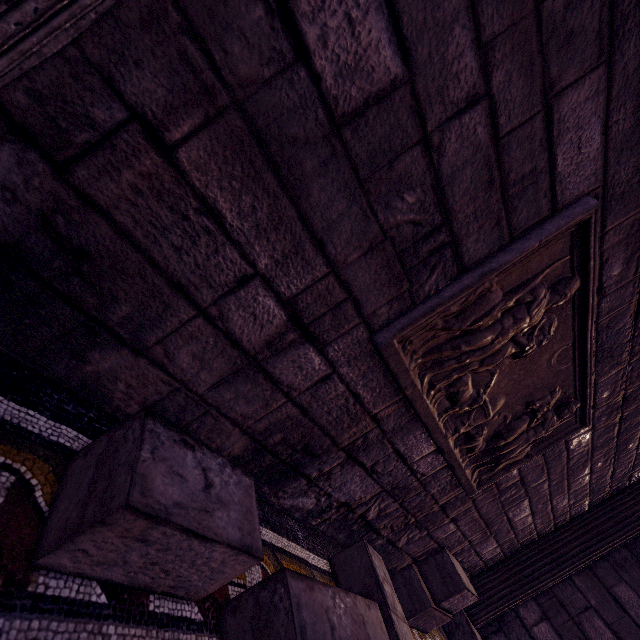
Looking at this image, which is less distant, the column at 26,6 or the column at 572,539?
the column at 26,6

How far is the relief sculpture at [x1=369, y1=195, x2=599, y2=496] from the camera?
1.3m

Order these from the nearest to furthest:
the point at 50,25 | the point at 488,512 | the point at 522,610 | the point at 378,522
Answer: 1. the point at 50,25
2. the point at 378,522
3. the point at 488,512
4. the point at 522,610

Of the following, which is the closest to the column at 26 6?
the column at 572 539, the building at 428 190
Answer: the building at 428 190

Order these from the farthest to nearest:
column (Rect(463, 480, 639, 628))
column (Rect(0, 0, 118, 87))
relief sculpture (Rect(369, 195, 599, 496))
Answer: column (Rect(463, 480, 639, 628))
relief sculpture (Rect(369, 195, 599, 496))
column (Rect(0, 0, 118, 87))

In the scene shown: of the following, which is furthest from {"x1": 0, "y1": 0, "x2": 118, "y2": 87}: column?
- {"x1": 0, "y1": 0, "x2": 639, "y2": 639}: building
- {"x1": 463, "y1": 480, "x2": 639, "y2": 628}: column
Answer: {"x1": 463, "y1": 480, "x2": 639, "y2": 628}: column

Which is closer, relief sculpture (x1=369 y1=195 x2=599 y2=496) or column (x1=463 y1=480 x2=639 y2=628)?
relief sculpture (x1=369 y1=195 x2=599 y2=496)

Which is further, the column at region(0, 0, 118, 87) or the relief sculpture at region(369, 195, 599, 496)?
the relief sculpture at region(369, 195, 599, 496)
